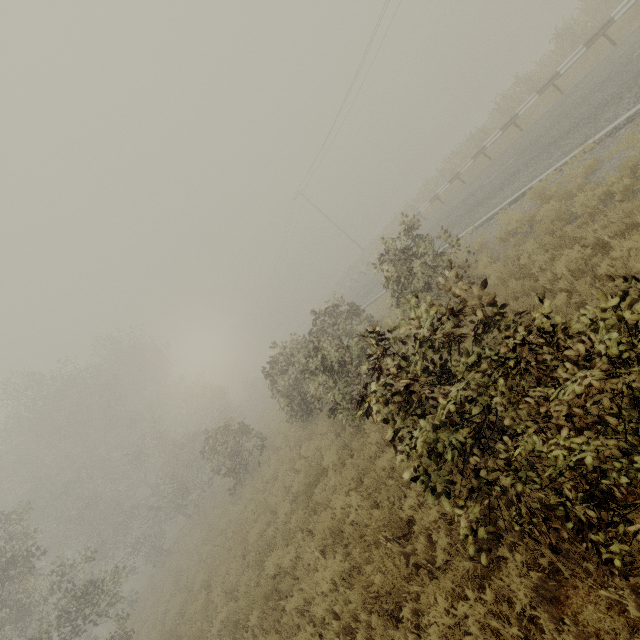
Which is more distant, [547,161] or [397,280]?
[547,161]
